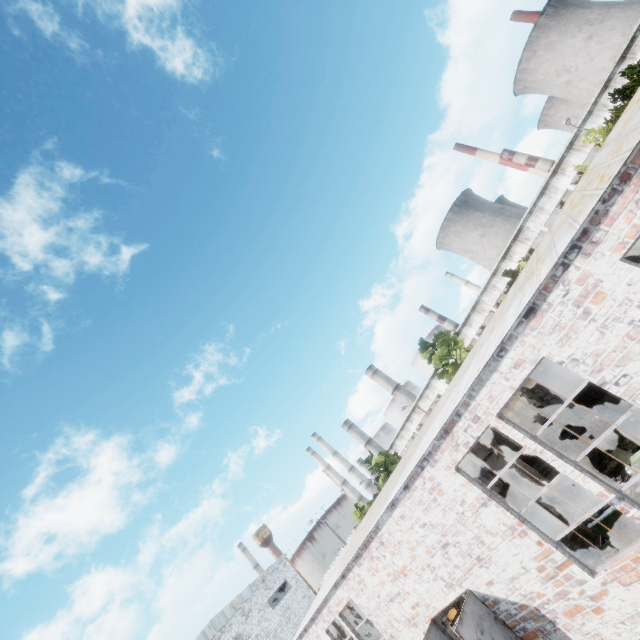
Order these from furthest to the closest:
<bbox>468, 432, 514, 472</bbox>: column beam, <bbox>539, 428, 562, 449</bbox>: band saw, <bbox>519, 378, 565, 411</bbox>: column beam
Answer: <bbox>539, 428, 562, 449</bbox>: band saw, <bbox>519, 378, 565, 411</bbox>: column beam, <bbox>468, 432, 514, 472</bbox>: column beam

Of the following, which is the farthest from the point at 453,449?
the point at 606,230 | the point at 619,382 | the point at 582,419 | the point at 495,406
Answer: the point at 582,419

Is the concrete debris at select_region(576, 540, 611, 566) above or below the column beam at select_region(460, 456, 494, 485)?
below

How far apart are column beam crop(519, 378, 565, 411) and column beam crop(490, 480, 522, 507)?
5.3m

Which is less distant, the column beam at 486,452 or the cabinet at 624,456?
the cabinet at 624,456

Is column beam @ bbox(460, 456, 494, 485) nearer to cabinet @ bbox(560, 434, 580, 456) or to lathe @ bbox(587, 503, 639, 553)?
cabinet @ bbox(560, 434, 580, 456)

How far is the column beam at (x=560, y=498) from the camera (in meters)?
9.40

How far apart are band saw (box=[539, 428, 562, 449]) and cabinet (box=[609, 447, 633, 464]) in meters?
7.1
